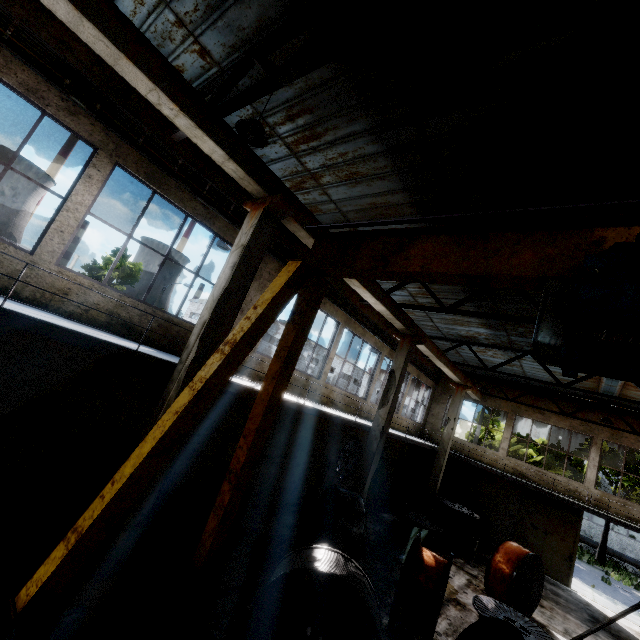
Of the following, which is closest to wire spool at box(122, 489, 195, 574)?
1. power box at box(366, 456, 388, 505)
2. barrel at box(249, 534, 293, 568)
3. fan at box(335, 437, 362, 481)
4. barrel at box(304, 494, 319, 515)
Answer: barrel at box(249, 534, 293, 568)

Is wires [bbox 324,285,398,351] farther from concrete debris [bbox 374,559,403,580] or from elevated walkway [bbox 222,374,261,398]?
concrete debris [bbox 374,559,403,580]

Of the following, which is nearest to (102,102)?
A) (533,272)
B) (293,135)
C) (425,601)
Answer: (293,135)

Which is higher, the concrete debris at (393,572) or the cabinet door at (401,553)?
the cabinet door at (401,553)

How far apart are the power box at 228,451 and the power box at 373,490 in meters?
8.9

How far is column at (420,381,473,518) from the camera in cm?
1684

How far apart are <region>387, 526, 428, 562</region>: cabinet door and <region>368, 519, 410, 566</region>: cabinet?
→ 0.01m

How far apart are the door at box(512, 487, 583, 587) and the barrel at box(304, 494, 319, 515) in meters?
12.4 m
